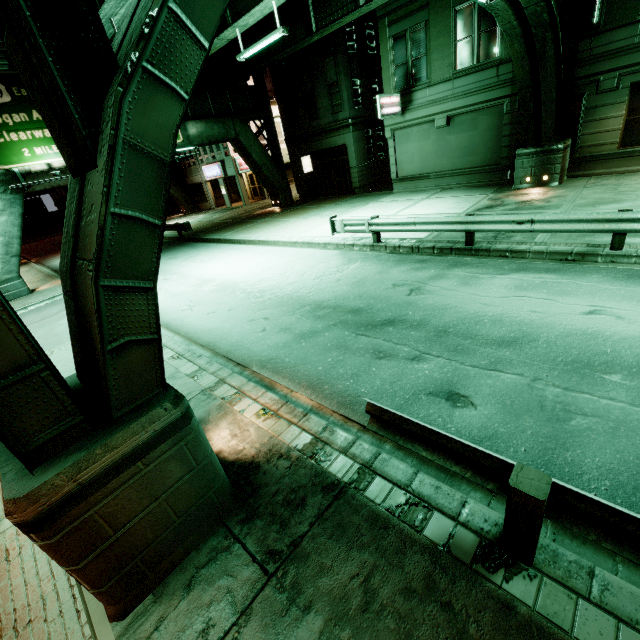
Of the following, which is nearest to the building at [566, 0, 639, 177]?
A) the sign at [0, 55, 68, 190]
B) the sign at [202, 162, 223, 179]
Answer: the sign at [0, 55, 68, 190]

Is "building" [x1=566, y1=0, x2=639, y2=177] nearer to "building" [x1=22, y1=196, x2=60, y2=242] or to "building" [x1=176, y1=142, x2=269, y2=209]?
"building" [x1=176, y1=142, x2=269, y2=209]

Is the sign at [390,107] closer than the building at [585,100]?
No

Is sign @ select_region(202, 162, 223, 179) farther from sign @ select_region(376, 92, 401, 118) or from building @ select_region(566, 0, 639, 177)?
building @ select_region(566, 0, 639, 177)

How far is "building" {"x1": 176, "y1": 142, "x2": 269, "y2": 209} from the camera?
32.2m

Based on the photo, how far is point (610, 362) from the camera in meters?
4.9 m

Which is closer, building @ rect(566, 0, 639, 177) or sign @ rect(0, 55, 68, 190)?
building @ rect(566, 0, 639, 177)

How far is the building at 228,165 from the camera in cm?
3225
